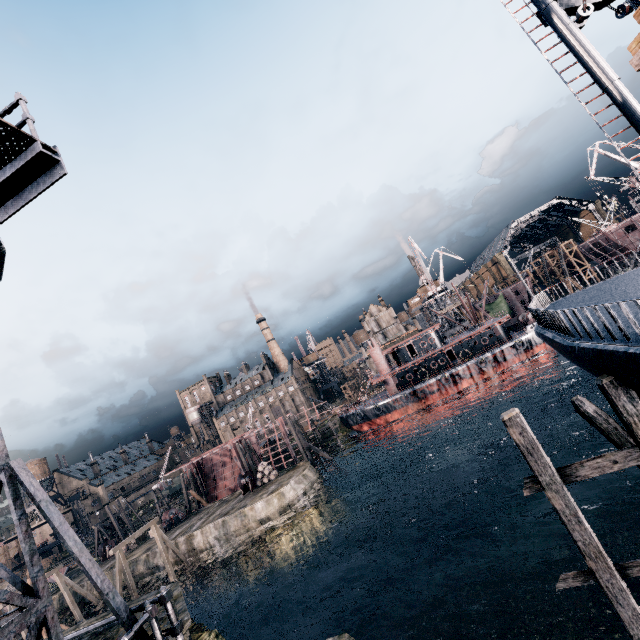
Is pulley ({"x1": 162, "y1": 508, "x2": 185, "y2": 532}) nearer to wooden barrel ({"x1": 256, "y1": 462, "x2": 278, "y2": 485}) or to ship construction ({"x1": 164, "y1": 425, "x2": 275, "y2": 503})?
ship construction ({"x1": 164, "y1": 425, "x2": 275, "y2": 503})

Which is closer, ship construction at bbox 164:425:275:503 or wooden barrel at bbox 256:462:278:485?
wooden barrel at bbox 256:462:278:485

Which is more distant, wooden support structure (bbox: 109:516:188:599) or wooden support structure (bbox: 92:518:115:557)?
wooden support structure (bbox: 92:518:115:557)

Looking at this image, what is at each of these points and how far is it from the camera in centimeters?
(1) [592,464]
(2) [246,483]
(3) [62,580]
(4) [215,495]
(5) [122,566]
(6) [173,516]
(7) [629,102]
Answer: (1) wooden scaffolding, 915cm
(2) pulley, 4397cm
(3) wooden support structure, 3703cm
(4) ship construction, 5747cm
(5) wooden support structure, 2998cm
(6) pulley, 4784cm
(7) ship, 936cm

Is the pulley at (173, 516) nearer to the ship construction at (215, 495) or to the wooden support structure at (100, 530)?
the ship construction at (215, 495)

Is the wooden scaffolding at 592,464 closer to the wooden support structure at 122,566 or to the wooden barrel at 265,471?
the wooden support structure at 122,566

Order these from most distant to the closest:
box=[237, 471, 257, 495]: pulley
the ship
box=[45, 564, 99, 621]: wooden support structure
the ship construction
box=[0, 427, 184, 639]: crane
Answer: the ship construction
box=[237, 471, 257, 495]: pulley
box=[45, 564, 99, 621]: wooden support structure
the ship
box=[0, 427, 184, 639]: crane

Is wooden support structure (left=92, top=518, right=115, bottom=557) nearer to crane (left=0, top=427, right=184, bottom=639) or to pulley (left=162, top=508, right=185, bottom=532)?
pulley (left=162, top=508, right=185, bottom=532)
